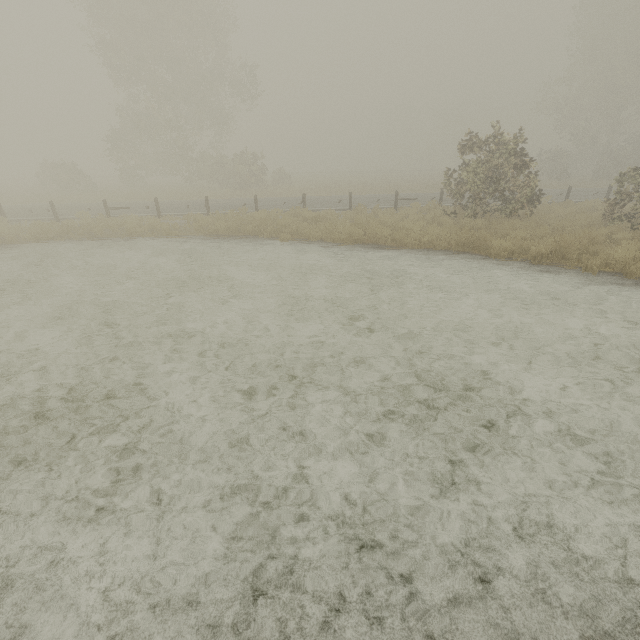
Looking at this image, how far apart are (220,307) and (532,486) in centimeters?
655cm
